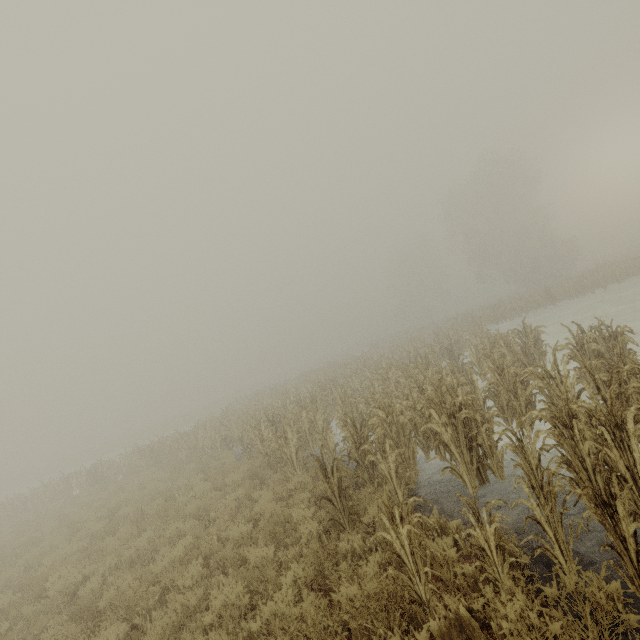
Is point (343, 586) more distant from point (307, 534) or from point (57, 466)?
point (57, 466)
